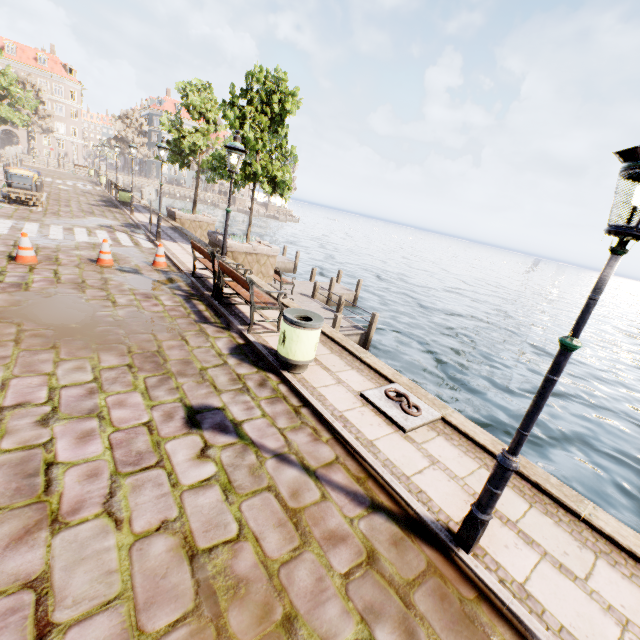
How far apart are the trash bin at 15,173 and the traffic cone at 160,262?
11.1 meters

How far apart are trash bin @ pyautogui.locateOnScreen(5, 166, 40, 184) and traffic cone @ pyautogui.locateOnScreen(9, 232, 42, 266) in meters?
10.9 m

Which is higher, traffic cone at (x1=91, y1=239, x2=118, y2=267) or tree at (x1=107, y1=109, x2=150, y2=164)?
tree at (x1=107, y1=109, x2=150, y2=164)

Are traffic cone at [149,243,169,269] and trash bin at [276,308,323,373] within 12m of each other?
yes

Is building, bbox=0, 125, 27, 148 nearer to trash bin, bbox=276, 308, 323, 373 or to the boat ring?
→ trash bin, bbox=276, 308, 323, 373

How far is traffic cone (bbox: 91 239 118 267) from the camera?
8.96m

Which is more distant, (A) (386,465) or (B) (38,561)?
(A) (386,465)

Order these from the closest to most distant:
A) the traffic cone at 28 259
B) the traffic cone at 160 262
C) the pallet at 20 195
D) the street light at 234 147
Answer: the street light at 234 147
the traffic cone at 28 259
the traffic cone at 160 262
the pallet at 20 195
